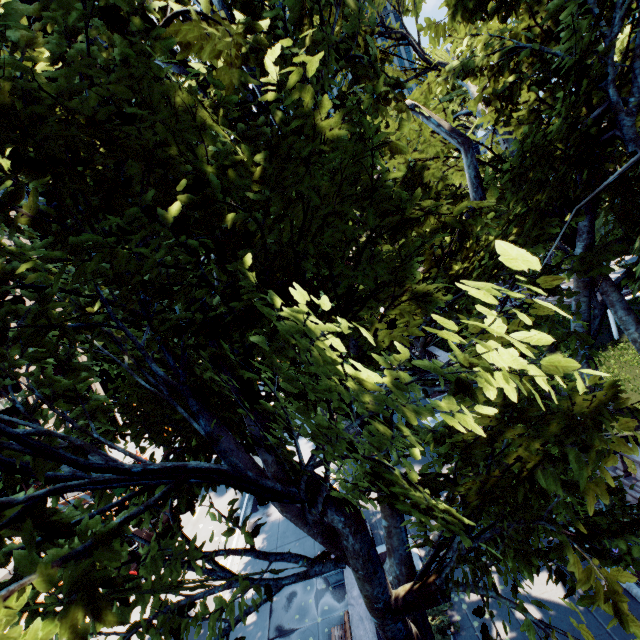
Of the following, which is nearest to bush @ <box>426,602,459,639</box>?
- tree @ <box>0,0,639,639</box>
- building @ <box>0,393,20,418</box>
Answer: tree @ <box>0,0,639,639</box>

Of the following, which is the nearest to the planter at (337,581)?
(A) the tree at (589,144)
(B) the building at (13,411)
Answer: (A) the tree at (589,144)

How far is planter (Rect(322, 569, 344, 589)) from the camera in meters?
11.9 m

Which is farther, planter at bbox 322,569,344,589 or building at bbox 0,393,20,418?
building at bbox 0,393,20,418

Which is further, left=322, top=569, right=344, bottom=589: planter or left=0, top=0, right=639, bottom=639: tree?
left=322, top=569, right=344, bottom=589: planter

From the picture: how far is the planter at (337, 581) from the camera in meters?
11.9

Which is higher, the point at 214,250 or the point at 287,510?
the point at 214,250

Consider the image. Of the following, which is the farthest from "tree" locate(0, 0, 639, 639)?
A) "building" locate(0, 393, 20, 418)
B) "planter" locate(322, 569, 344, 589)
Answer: "building" locate(0, 393, 20, 418)
